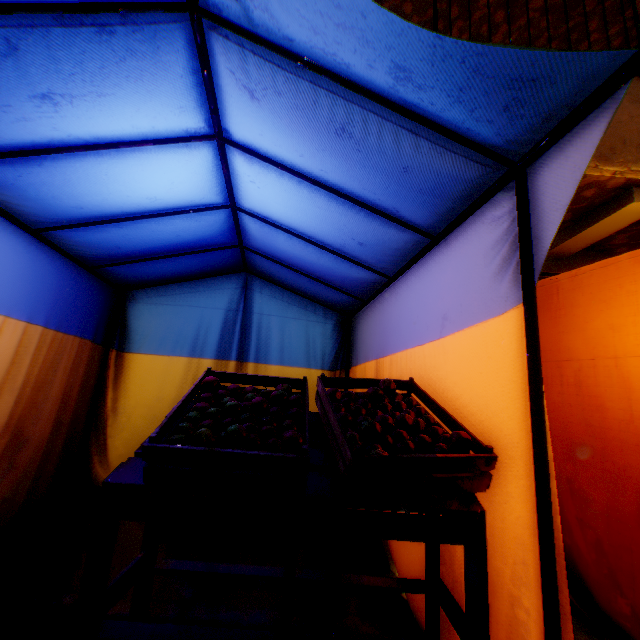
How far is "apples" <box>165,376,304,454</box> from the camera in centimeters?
110cm

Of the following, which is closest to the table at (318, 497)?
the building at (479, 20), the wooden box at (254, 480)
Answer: the wooden box at (254, 480)

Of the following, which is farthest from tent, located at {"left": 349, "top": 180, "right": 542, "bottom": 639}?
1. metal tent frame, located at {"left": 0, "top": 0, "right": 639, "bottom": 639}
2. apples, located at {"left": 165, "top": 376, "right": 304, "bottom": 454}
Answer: apples, located at {"left": 165, "top": 376, "right": 304, "bottom": 454}

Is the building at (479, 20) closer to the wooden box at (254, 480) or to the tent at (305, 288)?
the tent at (305, 288)

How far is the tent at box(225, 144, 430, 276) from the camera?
1.9 meters

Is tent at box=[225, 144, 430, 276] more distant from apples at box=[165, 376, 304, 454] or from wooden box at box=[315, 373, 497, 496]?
apples at box=[165, 376, 304, 454]

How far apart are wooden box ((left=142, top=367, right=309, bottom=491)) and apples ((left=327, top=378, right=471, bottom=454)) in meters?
0.0

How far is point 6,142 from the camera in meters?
1.5
